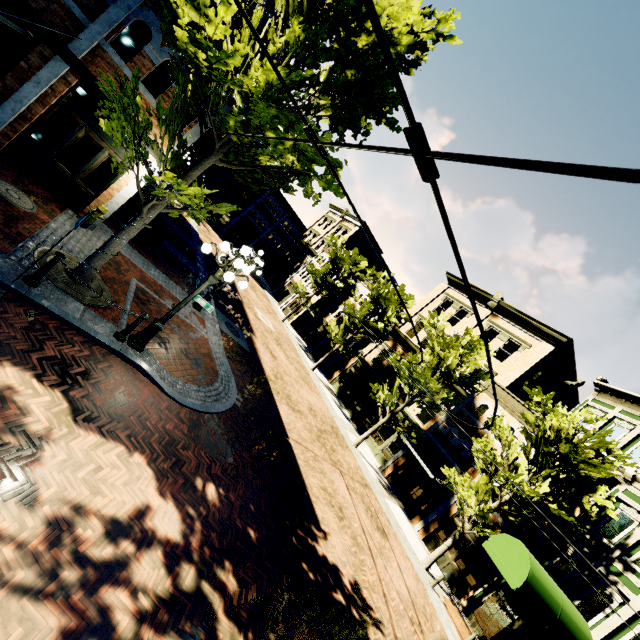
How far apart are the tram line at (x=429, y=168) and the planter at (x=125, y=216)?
14.5 meters

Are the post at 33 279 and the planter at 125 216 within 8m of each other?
yes

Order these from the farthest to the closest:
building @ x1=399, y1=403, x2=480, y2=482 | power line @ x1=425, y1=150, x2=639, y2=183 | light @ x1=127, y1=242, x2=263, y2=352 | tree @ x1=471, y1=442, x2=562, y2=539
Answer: building @ x1=399, y1=403, x2=480, y2=482
tree @ x1=471, y1=442, x2=562, y2=539
light @ x1=127, y1=242, x2=263, y2=352
power line @ x1=425, y1=150, x2=639, y2=183

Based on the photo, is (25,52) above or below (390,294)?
below

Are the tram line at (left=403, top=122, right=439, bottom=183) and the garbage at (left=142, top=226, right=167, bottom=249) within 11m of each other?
no

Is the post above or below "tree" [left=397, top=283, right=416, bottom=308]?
below

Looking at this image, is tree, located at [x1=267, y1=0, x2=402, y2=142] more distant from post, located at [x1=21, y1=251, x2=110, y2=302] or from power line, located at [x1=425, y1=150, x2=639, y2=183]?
post, located at [x1=21, y1=251, x2=110, y2=302]

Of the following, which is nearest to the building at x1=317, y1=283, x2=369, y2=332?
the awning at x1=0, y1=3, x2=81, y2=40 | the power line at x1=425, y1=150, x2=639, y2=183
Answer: the power line at x1=425, y1=150, x2=639, y2=183
